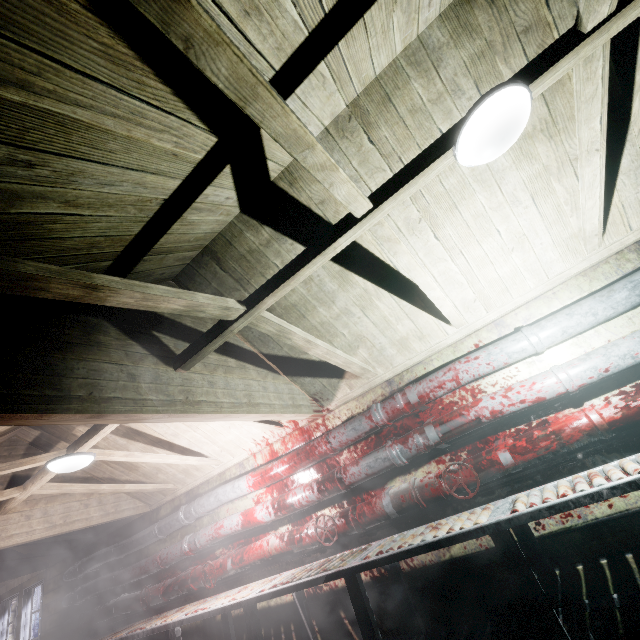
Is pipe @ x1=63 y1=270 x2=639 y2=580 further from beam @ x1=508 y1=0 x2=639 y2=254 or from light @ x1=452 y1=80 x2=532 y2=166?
light @ x1=452 y1=80 x2=532 y2=166

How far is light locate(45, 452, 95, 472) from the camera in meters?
2.6

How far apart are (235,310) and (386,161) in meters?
1.4

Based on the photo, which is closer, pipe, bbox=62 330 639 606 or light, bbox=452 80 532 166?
light, bbox=452 80 532 166

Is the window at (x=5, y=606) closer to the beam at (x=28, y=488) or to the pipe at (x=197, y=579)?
the pipe at (x=197, y=579)

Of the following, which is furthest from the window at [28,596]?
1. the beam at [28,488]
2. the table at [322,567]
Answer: the beam at [28,488]

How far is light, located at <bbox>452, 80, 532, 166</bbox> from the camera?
1.2 meters

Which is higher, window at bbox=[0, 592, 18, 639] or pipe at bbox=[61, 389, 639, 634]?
window at bbox=[0, 592, 18, 639]
